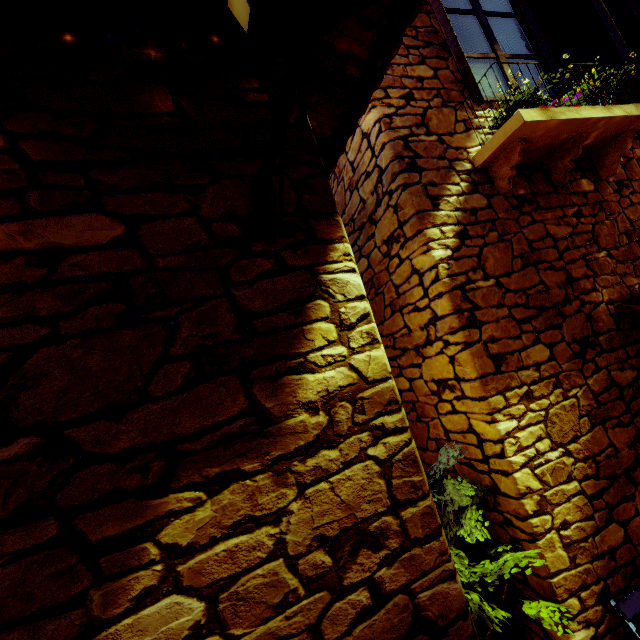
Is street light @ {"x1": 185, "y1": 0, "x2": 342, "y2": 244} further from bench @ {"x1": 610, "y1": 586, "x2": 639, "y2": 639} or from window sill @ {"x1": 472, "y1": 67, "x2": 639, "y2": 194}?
bench @ {"x1": 610, "y1": 586, "x2": 639, "y2": 639}

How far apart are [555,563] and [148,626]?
2.31m

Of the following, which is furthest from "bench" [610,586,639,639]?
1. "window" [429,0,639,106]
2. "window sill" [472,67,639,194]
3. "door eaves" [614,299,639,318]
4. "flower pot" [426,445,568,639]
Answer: "window" [429,0,639,106]

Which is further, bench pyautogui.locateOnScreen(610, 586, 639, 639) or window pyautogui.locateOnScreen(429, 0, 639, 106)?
window pyautogui.locateOnScreen(429, 0, 639, 106)

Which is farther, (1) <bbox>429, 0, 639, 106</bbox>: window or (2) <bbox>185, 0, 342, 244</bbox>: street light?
(1) <bbox>429, 0, 639, 106</bbox>: window

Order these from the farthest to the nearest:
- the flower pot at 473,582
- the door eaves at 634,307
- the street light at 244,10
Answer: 1. the door eaves at 634,307
2. the flower pot at 473,582
3. the street light at 244,10

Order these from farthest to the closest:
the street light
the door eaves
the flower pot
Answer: the door eaves → the flower pot → the street light

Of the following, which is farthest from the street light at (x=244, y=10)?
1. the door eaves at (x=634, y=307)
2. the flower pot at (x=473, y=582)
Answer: the door eaves at (x=634, y=307)
